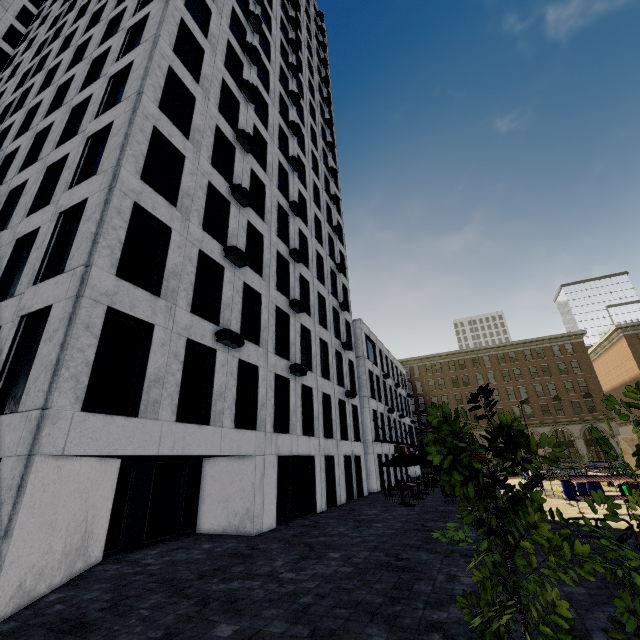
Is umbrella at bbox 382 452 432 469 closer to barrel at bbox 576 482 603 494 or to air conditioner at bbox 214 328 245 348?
barrel at bbox 576 482 603 494

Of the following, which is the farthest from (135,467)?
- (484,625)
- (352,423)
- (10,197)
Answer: (352,423)

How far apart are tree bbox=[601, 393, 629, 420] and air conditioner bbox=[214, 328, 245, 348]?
11.2m

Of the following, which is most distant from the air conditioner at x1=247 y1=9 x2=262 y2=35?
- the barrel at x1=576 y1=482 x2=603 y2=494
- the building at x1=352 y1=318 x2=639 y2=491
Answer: the barrel at x1=576 y1=482 x2=603 y2=494

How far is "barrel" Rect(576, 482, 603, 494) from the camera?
17.14m

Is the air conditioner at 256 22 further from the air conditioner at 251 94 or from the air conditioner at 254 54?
the air conditioner at 251 94

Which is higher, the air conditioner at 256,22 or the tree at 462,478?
the air conditioner at 256,22

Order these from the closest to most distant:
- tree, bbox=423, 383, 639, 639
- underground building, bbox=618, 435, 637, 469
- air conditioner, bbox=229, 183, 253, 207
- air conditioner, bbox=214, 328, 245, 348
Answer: tree, bbox=423, 383, 639, 639, air conditioner, bbox=214, 328, 245, 348, air conditioner, bbox=229, 183, 253, 207, underground building, bbox=618, 435, 637, 469
